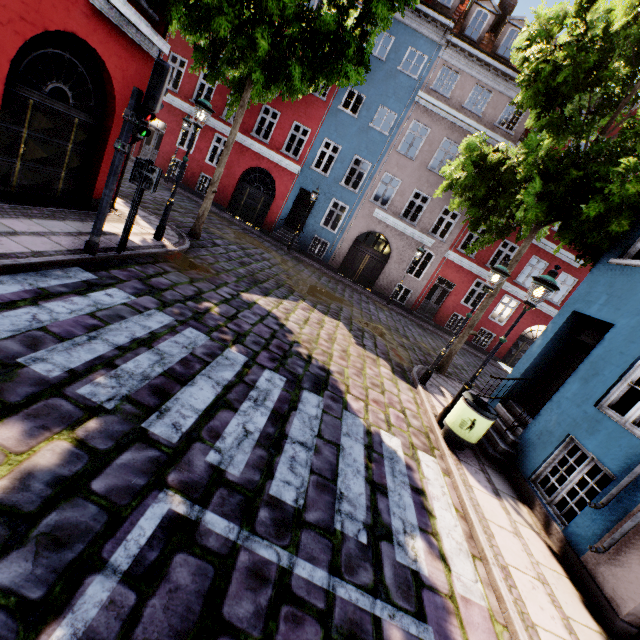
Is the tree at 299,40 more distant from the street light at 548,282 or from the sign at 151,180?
the street light at 548,282

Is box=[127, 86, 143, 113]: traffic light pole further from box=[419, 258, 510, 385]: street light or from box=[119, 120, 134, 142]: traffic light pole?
box=[419, 258, 510, 385]: street light

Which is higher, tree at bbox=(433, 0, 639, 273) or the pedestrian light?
tree at bbox=(433, 0, 639, 273)

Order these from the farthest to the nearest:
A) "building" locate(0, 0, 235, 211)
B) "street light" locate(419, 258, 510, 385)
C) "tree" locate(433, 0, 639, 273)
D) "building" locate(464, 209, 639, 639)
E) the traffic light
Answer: "street light" locate(419, 258, 510, 385) → "tree" locate(433, 0, 639, 273) → "building" locate(0, 0, 235, 211) → the traffic light → "building" locate(464, 209, 639, 639)

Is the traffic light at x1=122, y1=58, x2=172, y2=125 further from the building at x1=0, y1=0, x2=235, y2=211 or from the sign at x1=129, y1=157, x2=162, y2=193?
the building at x1=0, y1=0, x2=235, y2=211

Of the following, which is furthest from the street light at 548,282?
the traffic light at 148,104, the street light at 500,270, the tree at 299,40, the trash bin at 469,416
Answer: the traffic light at 148,104

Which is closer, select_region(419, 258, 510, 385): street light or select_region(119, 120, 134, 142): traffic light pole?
select_region(119, 120, 134, 142): traffic light pole

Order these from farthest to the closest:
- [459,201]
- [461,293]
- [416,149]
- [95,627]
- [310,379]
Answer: [416,149], [461,293], [459,201], [310,379], [95,627]
